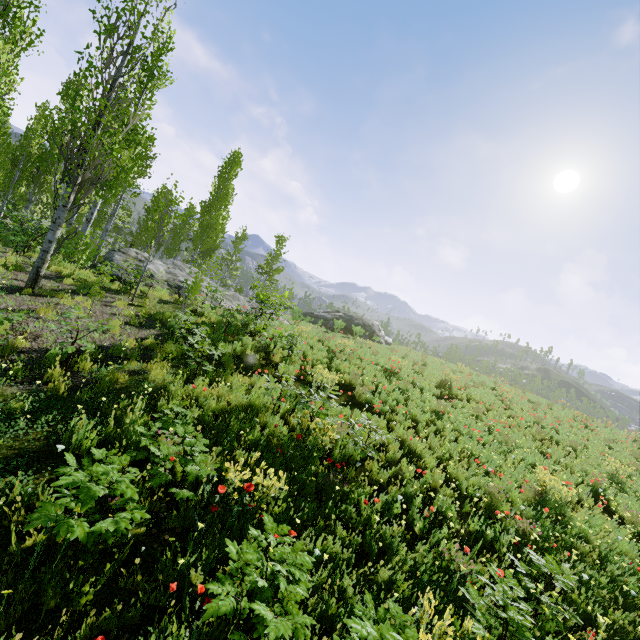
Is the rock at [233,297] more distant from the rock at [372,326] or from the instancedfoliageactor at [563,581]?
the rock at [372,326]

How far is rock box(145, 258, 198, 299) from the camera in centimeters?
1506cm

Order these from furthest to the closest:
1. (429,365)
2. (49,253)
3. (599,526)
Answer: (429,365) < (49,253) < (599,526)

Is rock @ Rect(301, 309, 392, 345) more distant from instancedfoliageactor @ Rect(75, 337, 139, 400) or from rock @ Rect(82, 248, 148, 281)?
instancedfoliageactor @ Rect(75, 337, 139, 400)

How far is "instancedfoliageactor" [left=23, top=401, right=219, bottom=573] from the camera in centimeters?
270cm

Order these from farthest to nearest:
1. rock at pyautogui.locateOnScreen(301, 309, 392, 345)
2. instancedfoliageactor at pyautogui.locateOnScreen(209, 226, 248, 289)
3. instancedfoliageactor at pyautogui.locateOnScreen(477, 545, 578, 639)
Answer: instancedfoliageactor at pyautogui.locateOnScreen(209, 226, 248, 289) < rock at pyautogui.locateOnScreen(301, 309, 392, 345) < instancedfoliageactor at pyautogui.locateOnScreen(477, 545, 578, 639)

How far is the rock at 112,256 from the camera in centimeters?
1370cm
